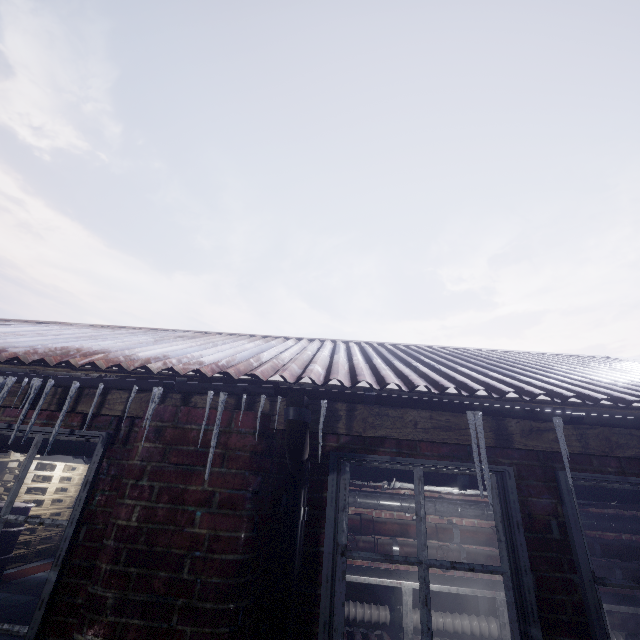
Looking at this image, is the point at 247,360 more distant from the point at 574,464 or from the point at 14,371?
the point at 574,464

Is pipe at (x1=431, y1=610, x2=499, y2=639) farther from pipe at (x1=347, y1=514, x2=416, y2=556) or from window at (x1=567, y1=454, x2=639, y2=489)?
window at (x1=567, y1=454, x2=639, y2=489)

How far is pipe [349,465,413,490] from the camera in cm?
212

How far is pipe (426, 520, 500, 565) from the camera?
3.9m

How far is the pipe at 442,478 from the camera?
2.1 meters

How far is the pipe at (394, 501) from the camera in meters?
4.2 m

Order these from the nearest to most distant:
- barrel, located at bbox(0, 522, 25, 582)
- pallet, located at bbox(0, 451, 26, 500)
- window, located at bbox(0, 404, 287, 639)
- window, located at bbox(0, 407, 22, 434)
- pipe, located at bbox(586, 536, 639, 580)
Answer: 1. window, located at bbox(0, 404, 287, 639)
2. window, located at bbox(0, 407, 22, 434)
3. pipe, located at bbox(586, 536, 639, 580)
4. barrel, located at bbox(0, 522, 25, 582)
5. pallet, located at bbox(0, 451, 26, 500)

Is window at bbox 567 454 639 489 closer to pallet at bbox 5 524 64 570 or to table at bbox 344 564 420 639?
table at bbox 344 564 420 639
